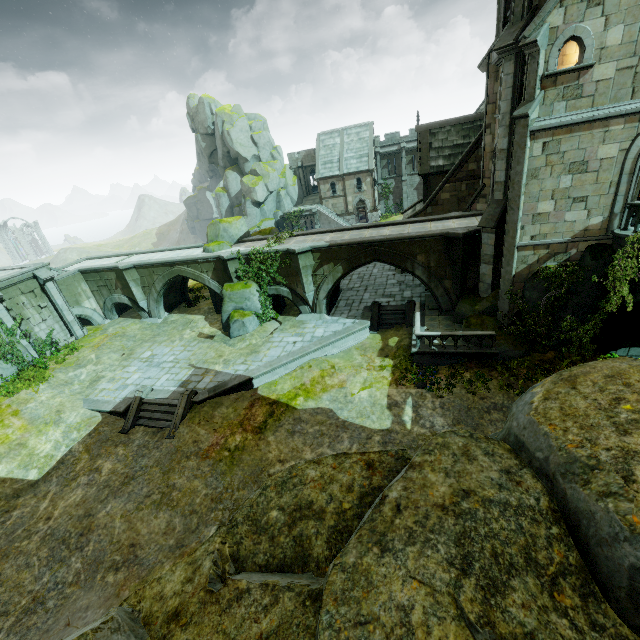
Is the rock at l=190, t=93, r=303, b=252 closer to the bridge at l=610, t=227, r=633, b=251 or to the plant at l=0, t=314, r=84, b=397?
the plant at l=0, t=314, r=84, b=397

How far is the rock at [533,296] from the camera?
14.2 meters

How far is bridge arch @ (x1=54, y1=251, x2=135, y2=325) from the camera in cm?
2566

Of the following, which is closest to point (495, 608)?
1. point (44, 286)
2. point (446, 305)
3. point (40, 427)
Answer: point (446, 305)

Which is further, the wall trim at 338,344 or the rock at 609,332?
the wall trim at 338,344

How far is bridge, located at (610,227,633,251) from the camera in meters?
12.4 m

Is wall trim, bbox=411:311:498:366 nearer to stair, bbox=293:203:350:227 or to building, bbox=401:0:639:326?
building, bbox=401:0:639:326

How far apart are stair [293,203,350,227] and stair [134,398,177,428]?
38.3 meters
